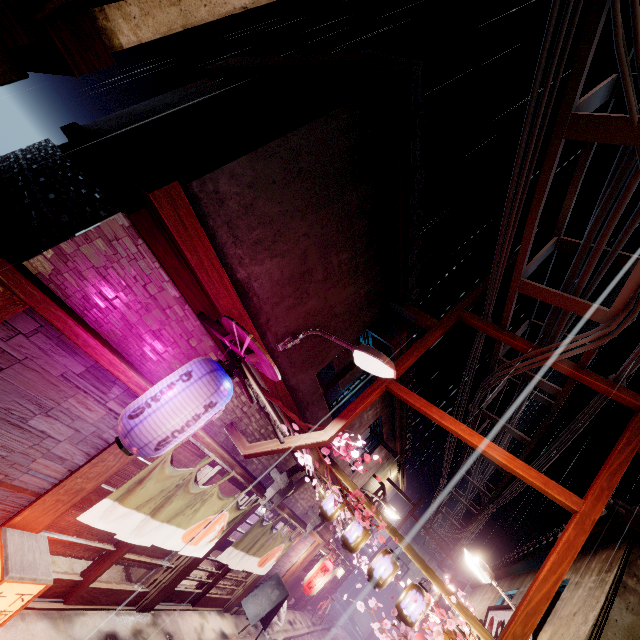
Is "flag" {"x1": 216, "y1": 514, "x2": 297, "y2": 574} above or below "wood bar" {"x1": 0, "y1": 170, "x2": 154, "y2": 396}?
below

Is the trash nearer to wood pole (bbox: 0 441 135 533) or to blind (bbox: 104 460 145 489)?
blind (bbox: 104 460 145 489)

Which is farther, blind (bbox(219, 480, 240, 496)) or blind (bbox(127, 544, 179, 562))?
blind (bbox(219, 480, 240, 496))

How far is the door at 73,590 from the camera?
8.1m

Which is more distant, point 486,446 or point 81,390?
point 486,446

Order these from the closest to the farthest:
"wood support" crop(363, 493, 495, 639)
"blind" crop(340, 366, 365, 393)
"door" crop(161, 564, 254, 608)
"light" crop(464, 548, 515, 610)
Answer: "wood support" crop(363, 493, 495, 639) → "light" crop(464, 548, 515, 610) → "door" crop(161, 564, 254, 608) → "blind" crop(340, 366, 365, 393)

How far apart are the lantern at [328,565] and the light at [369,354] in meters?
16.9

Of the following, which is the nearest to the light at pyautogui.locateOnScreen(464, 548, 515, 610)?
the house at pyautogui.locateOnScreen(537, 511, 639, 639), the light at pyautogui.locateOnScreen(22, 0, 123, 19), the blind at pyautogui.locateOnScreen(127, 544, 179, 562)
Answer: the house at pyautogui.locateOnScreen(537, 511, 639, 639)
